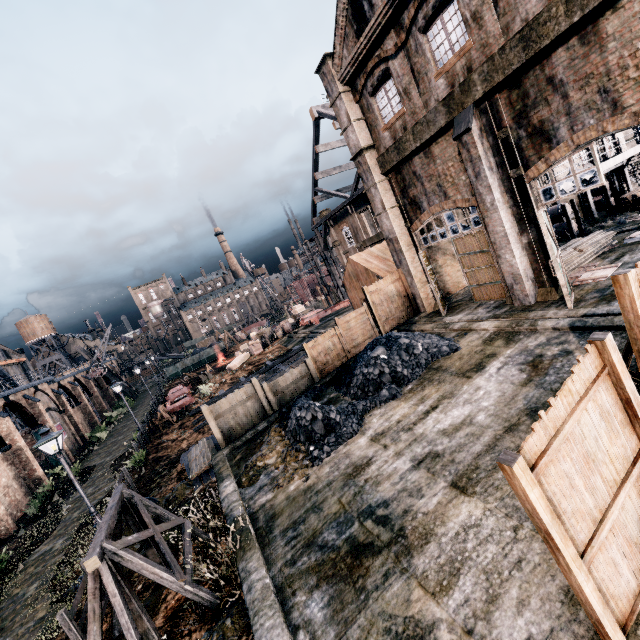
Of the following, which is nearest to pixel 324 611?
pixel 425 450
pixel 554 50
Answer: pixel 425 450

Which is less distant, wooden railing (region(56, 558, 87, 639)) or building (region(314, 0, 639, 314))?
wooden railing (region(56, 558, 87, 639))

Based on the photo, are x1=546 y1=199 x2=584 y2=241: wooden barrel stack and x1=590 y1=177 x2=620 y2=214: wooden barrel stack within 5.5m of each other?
yes

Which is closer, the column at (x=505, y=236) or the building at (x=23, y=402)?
the column at (x=505, y=236)

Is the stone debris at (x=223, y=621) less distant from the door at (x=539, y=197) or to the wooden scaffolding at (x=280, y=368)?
the door at (x=539, y=197)

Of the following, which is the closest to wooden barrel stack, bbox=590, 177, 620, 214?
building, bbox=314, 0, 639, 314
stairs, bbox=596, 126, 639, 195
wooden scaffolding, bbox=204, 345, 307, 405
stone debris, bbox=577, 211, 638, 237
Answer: stairs, bbox=596, 126, 639, 195

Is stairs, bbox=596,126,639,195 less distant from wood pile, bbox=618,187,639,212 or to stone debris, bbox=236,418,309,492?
wood pile, bbox=618,187,639,212

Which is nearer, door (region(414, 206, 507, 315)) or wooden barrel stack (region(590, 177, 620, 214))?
door (region(414, 206, 507, 315))
